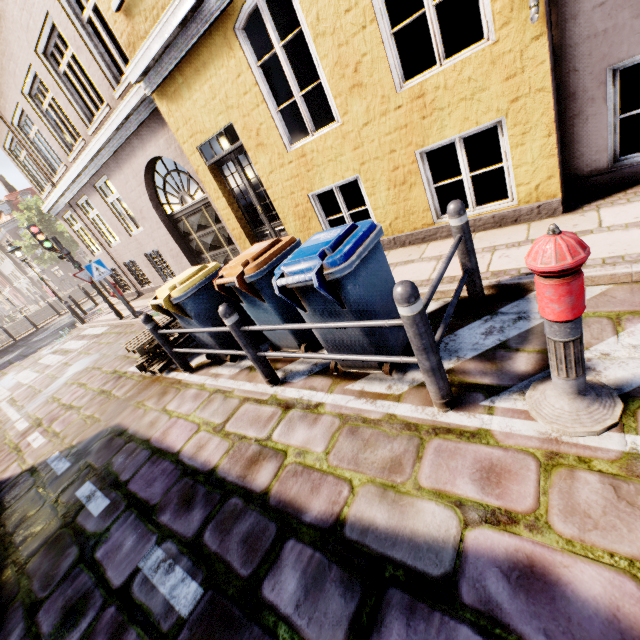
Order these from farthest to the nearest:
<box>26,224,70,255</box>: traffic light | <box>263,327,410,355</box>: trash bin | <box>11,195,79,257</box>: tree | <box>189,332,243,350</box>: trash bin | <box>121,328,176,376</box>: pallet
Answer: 1. <box>11,195,79,257</box>: tree
2. <box>26,224,70,255</box>: traffic light
3. <box>121,328,176,376</box>: pallet
4. <box>189,332,243,350</box>: trash bin
5. <box>263,327,410,355</box>: trash bin

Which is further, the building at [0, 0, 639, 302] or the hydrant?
the building at [0, 0, 639, 302]

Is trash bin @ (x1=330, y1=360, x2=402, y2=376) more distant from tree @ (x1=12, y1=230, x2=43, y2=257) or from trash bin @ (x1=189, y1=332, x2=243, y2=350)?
tree @ (x1=12, y1=230, x2=43, y2=257)

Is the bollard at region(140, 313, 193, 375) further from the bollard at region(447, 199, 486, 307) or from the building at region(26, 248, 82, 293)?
the building at region(26, 248, 82, 293)

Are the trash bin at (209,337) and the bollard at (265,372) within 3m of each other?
yes

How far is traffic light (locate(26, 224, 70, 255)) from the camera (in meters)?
9.11

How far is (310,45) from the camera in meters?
4.3

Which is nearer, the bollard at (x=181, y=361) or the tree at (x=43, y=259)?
the bollard at (x=181, y=361)
